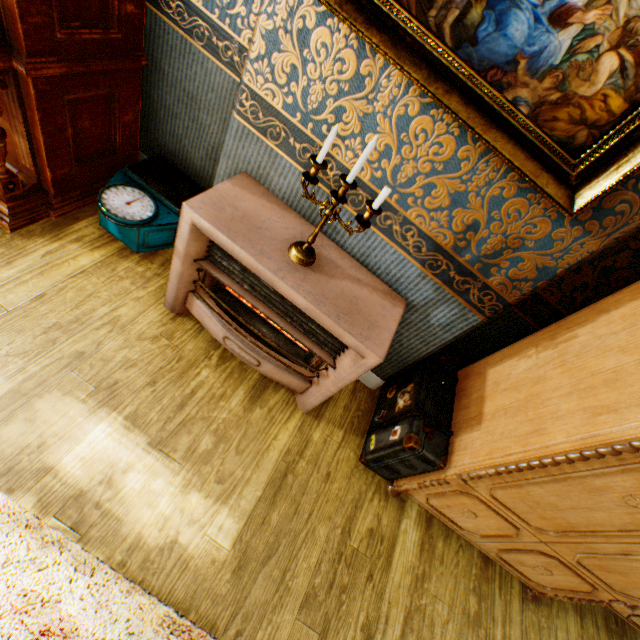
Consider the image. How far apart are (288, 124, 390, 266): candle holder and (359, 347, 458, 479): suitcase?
1.1m

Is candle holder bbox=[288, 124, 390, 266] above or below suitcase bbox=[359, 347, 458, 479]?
above

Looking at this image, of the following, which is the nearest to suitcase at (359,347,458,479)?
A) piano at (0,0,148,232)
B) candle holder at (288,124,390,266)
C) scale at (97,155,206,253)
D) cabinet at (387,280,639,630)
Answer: cabinet at (387,280,639,630)

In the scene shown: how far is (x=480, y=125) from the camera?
1.2 meters

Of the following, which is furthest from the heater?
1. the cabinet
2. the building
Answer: the cabinet

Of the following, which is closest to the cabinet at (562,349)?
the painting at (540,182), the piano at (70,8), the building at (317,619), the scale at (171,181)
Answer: the building at (317,619)

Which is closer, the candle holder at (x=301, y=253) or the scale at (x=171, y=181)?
the candle holder at (x=301, y=253)

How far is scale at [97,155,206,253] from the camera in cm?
203
